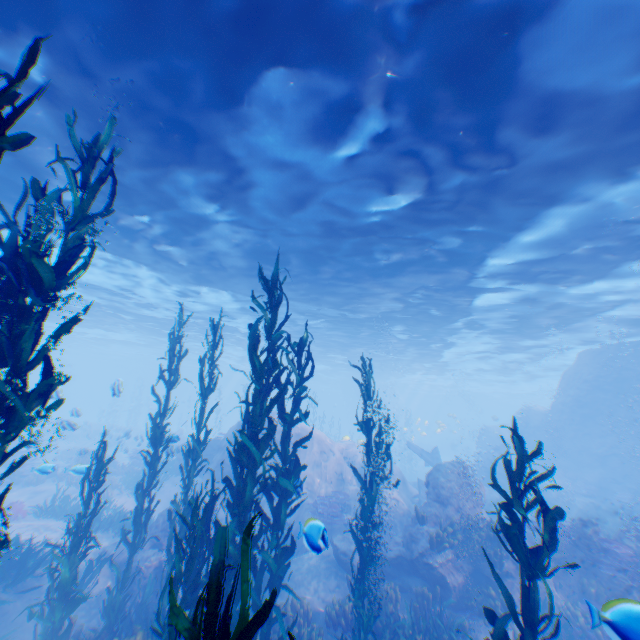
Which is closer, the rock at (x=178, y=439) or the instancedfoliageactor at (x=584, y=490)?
the rock at (x=178, y=439)

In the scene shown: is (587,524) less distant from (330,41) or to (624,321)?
(624,321)

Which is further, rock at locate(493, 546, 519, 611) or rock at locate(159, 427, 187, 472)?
rock at locate(159, 427, 187, 472)

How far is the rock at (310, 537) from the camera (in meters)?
5.31

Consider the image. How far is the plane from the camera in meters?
24.9

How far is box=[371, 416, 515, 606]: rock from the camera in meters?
10.1 m

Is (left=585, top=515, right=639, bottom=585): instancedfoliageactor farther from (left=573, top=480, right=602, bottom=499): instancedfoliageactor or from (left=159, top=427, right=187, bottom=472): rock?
(left=573, top=480, right=602, bottom=499): instancedfoliageactor

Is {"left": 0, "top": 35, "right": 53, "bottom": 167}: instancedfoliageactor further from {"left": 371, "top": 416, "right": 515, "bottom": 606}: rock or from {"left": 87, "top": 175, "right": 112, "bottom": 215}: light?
{"left": 87, "top": 175, "right": 112, "bottom": 215}: light
